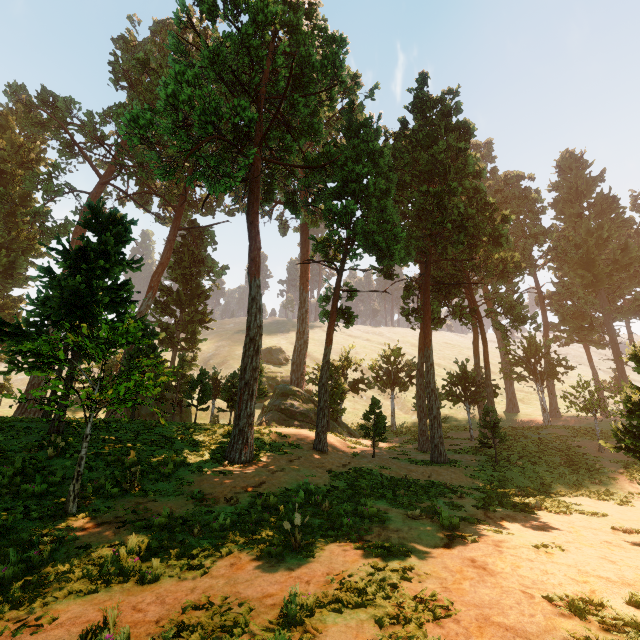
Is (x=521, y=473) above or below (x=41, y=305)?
below
